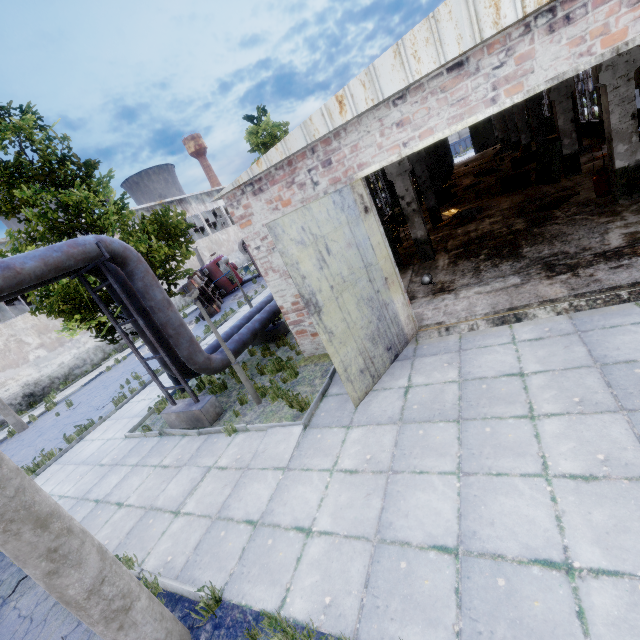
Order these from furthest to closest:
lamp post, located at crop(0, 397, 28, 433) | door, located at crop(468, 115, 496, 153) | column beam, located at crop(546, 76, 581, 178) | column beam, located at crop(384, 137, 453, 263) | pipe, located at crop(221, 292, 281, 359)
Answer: door, located at crop(468, 115, 496, 153) → lamp post, located at crop(0, 397, 28, 433) → column beam, located at crop(546, 76, 581, 178) → column beam, located at crop(384, 137, 453, 263) → pipe, located at crop(221, 292, 281, 359)

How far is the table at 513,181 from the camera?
15.9 meters

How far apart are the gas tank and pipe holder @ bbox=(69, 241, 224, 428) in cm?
1376

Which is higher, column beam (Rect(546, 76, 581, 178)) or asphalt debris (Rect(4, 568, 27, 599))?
column beam (Rect(546, 76, 581, 178))

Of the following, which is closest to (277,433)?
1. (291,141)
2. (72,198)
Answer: (291,141)

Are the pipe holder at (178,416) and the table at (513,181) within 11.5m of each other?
no

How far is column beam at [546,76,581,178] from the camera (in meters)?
13.15

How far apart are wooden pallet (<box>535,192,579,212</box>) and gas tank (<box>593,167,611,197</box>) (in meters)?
0.83
